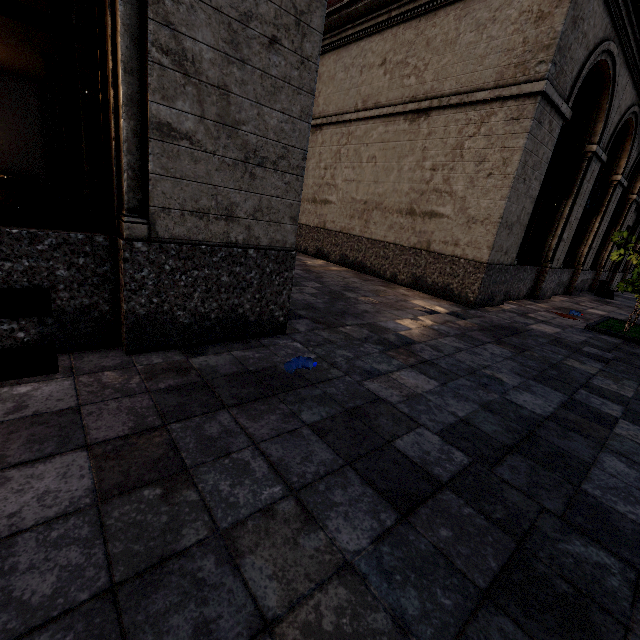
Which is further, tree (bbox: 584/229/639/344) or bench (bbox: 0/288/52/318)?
tree (bbox: 584/229/639/344)

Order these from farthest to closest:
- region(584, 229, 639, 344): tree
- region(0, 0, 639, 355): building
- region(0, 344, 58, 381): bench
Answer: region(584, 229, 639, 344): tree, region(0, 0, 639, 355): building, region(0, 344, 58, 381): bench

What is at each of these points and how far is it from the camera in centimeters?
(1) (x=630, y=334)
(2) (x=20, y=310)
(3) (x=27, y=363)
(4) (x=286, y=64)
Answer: (1) tree, 689cm
(2) bench, 200cm
(3) bench, 189cm
(4) building, 287cm

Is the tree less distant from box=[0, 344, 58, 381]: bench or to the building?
the building

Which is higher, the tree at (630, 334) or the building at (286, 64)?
the building at (286, 64)

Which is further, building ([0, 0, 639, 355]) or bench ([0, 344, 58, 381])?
building ([0, 0, 639, 355])

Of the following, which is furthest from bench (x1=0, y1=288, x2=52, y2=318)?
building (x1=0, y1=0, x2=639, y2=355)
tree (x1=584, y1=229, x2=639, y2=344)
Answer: tree (x1=584, y1=229, x2=639, y2=344)

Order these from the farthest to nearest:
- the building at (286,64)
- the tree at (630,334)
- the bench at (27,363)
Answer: the tree at (630,334)
the building at (286,64)
the bench at (27,363)
